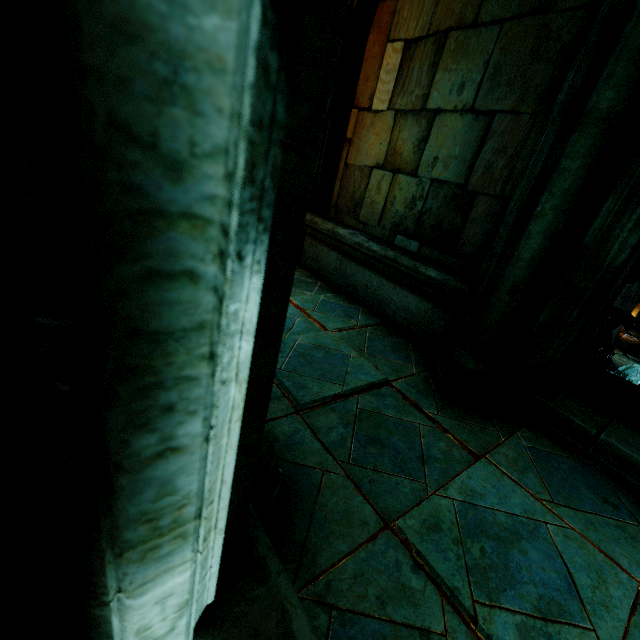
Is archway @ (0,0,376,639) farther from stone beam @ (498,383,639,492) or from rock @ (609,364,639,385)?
rock @ (609,364,639,385)

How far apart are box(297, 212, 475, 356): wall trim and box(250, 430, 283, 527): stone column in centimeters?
245cm

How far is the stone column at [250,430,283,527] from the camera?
1.46m

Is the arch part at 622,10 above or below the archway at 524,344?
above

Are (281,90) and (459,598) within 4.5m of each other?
yes

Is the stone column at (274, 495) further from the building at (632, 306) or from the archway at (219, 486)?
the building at (632, 306)

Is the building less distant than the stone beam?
No

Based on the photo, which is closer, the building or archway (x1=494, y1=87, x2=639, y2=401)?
archway (x1=494, y1=87, x2=639, y2=401)
